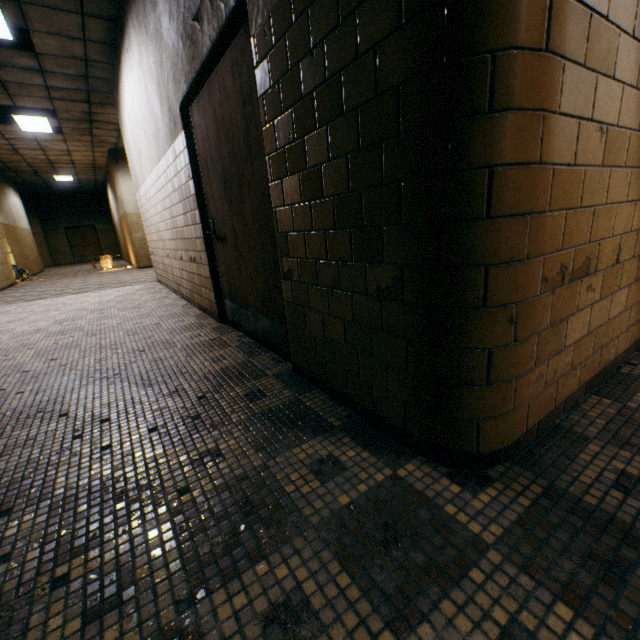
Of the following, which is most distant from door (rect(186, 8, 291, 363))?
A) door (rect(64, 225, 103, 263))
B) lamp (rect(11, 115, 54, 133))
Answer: door (rect(64, 225, 103, 263))

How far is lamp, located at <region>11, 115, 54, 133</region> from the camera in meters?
7.5 m

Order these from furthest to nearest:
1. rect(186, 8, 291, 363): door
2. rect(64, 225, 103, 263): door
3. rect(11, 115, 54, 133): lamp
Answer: rect(64, 225, 103, 263): door < rect(11, 115, 54, 133): lamp < rect(186, 8, 291, 363): door

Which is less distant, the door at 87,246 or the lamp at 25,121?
the lamp at 25,121

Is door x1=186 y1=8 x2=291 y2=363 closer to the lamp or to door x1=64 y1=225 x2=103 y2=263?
the lamp

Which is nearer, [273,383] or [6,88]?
[273,383]

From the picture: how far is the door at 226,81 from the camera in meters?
2.1
